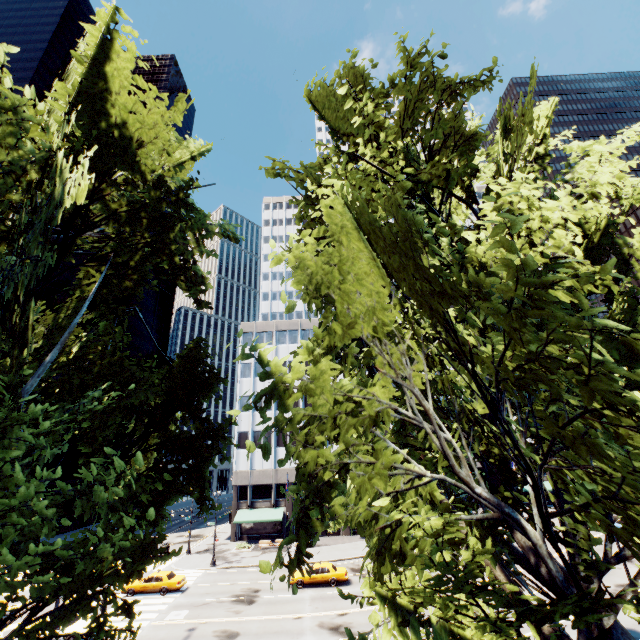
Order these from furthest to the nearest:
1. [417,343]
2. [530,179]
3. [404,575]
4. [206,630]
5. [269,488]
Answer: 1. [269,488]
2. [206,630]
3. [530,179]
4. [417,343]
5. [404,575]

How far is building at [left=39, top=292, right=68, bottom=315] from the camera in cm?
5553

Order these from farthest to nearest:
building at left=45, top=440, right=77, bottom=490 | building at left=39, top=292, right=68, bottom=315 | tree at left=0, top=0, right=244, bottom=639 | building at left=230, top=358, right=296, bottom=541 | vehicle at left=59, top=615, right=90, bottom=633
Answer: building at left=39, top=292, right=68, bottom=315 < building at left=45, top=440, right=77, bottom=490 < building at left=230, top=358, right=296, bottom=541 < vehicle at left=59, top=615, right=90, bottom=633 < tree at left=0, top=0, right=244, bottom=639

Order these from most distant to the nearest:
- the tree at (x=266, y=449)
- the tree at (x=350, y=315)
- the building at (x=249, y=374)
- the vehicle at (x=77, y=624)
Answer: the building at (x=249, y=374) < the vehicle at (x=77, y=624) < the tree at (x=266, y=449) < the tree at (x=350, y=315)

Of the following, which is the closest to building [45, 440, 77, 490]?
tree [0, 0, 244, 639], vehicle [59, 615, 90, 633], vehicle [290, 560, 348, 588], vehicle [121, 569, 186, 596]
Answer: vehicle [121, 569, 186, 596]

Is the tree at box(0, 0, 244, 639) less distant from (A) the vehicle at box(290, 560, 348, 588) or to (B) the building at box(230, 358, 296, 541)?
(B) the building at box(230, 358, 296, 541)

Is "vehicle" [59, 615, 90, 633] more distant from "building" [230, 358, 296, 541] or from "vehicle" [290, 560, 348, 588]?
"building" [230, 358, 296, 541]

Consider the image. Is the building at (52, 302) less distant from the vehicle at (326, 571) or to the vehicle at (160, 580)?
the vehicle at (160, 580)
